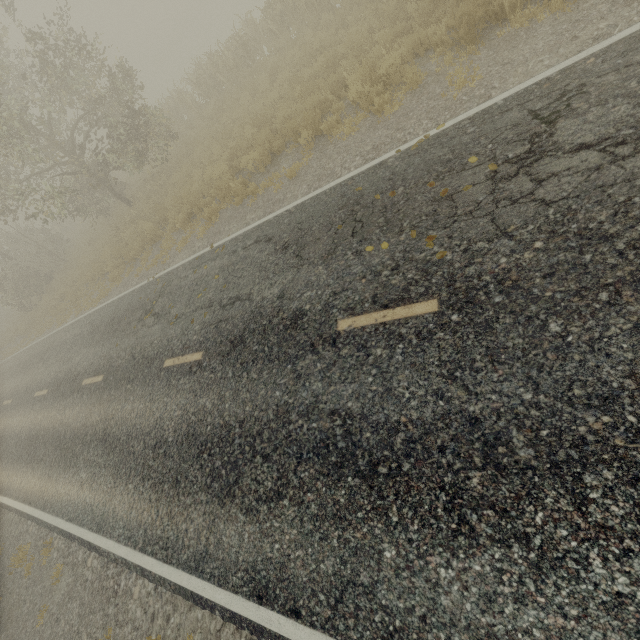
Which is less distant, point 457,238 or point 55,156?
point 457,238
